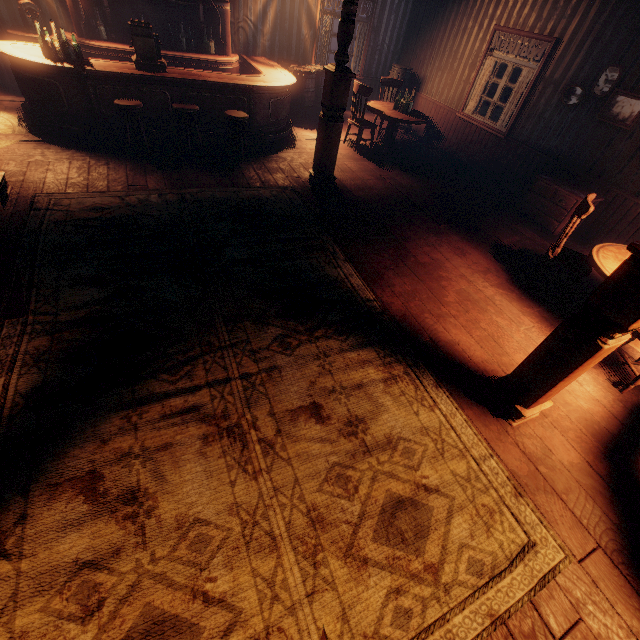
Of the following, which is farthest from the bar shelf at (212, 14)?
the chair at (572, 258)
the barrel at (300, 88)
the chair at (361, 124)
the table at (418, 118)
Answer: the chair at (572, 258)

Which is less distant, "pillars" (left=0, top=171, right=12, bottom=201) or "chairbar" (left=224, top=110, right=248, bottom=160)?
"pillars" (left=0, top=171, right=12, bottom=201)

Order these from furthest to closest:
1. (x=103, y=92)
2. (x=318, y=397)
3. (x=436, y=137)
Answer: (x=436, y=137), (x=103, y=92), (x=318, y=397)

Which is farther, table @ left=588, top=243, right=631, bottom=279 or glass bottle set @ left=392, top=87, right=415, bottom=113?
glass bottle set @ left=392, top=87, right=415, bottom=113

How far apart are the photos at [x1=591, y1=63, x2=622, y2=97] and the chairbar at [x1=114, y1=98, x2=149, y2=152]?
7.3 meters

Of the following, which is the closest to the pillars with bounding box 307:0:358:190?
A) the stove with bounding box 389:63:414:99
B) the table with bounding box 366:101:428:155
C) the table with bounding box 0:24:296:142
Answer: the table with bounding box 0:24:296:142

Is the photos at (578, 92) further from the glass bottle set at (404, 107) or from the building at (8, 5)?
the glass bottle set at (404, 107)

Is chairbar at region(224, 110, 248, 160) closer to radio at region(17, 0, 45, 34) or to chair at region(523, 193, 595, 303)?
radio at region(17, 0, 45, 34)
